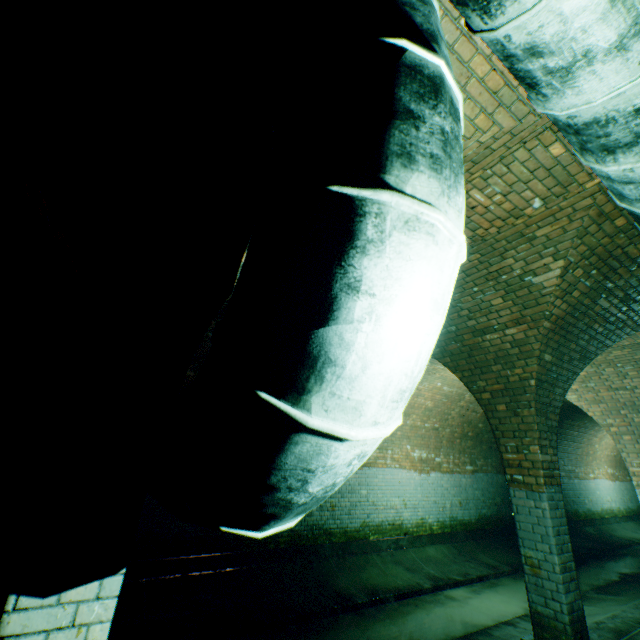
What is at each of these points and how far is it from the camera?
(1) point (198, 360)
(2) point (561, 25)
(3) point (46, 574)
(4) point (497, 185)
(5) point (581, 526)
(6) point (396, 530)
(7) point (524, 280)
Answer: (1) building tunnel, 6.43m
(2) pipe, 1.07m
(3) support arch, 1.49m
(4) building tunnel, 2.88m
(5) building tunnel, 13.72m
(6) building tunnel, 8.59m
(7) support arch, 3.78m

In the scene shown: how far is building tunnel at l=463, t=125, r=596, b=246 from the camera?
2.5 meters

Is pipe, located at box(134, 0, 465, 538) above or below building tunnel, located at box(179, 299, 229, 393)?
below

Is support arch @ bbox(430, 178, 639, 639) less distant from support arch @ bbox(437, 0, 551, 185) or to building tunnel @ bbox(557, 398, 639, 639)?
building tunnel @ bbox(557, 398, 639, 639)

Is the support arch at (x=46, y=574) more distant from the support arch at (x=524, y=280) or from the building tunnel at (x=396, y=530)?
the support arch at (x=524, y=280)

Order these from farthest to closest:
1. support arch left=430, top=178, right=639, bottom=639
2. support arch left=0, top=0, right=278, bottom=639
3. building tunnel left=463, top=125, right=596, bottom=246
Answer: support arch left=430, top=178, right=639, bottom=639 → building tunnel left=463, top=125, right=596, bottom=246 → support arch left=0, top=0, right=278, bottom=639

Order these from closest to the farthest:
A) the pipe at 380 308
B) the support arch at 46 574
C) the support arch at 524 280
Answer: the pipe at 380 308
the support arch at 46 574
the support arch at 524 280
